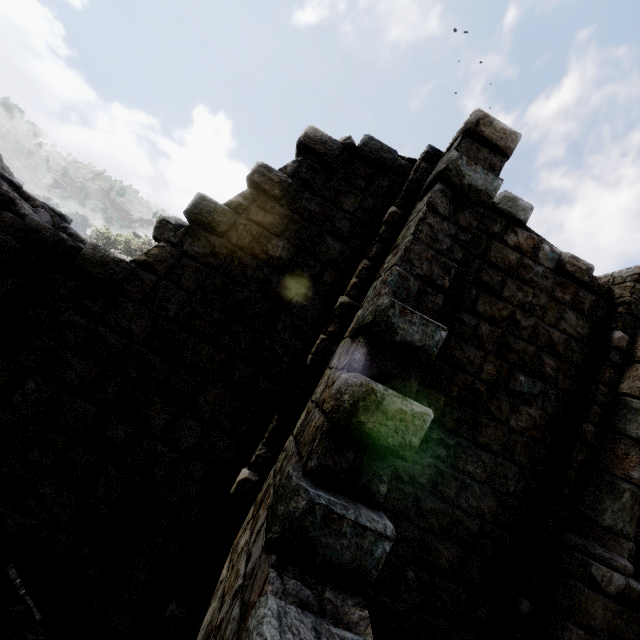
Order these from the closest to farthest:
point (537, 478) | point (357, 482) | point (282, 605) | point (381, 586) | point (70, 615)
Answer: point (282, 605)
point (357, 482)
point (70, 615)
point (381, 586)
point (537, 478)
